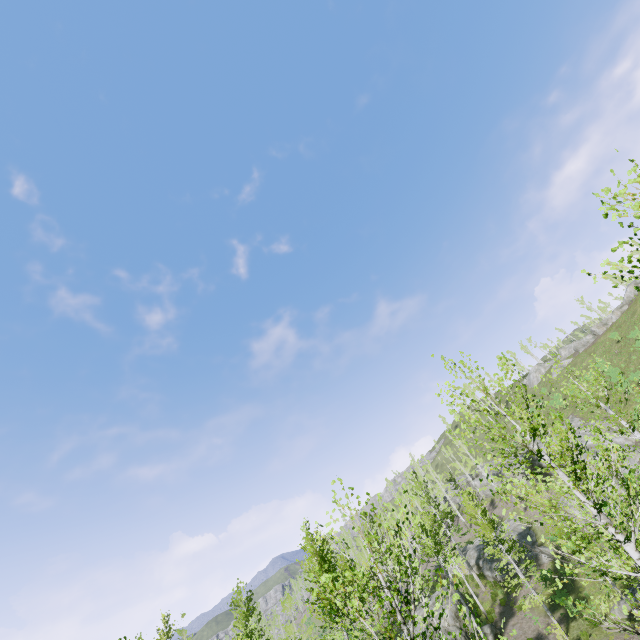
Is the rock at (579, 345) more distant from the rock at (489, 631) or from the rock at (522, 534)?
the rock at (489, 631)

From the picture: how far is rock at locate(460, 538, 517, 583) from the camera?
31.1 meters

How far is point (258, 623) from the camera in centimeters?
2662cm

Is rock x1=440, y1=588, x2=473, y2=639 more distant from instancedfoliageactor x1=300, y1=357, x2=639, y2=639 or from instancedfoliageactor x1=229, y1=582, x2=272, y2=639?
instancedfoliageactor x1=229, y1=582, x2=272, y2=639

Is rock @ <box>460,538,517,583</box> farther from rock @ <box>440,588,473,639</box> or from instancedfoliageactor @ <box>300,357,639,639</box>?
rock @ <box>440,588,473,639</box>

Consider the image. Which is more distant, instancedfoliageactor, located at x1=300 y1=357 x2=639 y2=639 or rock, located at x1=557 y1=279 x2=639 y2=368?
rock, located at x1=557 y1=279 x2=639 y2=368

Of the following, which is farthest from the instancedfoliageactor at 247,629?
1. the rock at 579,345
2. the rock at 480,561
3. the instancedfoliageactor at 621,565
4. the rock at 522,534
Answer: the rock at 579,345

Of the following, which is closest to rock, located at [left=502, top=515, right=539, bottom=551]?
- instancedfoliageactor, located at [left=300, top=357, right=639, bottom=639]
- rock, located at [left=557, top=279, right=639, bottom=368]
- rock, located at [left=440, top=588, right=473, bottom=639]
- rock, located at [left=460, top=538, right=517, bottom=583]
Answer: instancedfoliageactor, located at [left=300, top=357, right=639, bottom=639]
